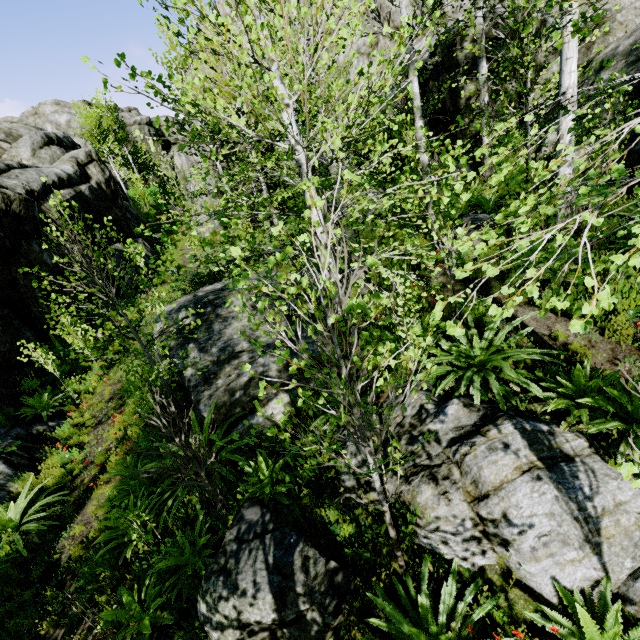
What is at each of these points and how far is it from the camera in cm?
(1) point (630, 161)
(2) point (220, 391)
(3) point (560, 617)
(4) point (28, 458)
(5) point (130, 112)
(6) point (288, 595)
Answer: (1) rock, 714
(2) rock, 644
(3) instancedfoliageactor, 284
(4) rock, 798
(5) rock, 5122
(6) rock, 339

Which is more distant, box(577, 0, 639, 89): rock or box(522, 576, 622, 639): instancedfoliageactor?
box(577, 0, 639, 89): rock

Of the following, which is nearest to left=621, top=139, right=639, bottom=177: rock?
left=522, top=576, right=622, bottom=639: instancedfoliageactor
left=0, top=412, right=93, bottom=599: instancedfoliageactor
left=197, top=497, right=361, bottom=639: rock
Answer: left=0, top=412, right=93, bottom=599: instancedfoliageactor

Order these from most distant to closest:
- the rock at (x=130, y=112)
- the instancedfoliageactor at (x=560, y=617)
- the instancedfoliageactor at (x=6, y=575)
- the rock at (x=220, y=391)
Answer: the rock at (x=130, y=112), the rock at (x=220, y=391), the instancedfoliageactor at (x=6, y=575), the instancedfoliageactor at (x=560, y=617)

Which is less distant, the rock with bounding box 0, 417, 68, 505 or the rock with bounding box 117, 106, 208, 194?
the rock with bounding box 0, 417, 68, 505

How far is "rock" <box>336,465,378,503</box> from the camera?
4.10m

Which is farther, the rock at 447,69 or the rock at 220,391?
the rock at 447,69

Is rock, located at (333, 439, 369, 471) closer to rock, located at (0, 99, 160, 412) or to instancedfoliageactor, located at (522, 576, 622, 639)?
instancedfoliageactor, located at (522, 576, 622, 639)
